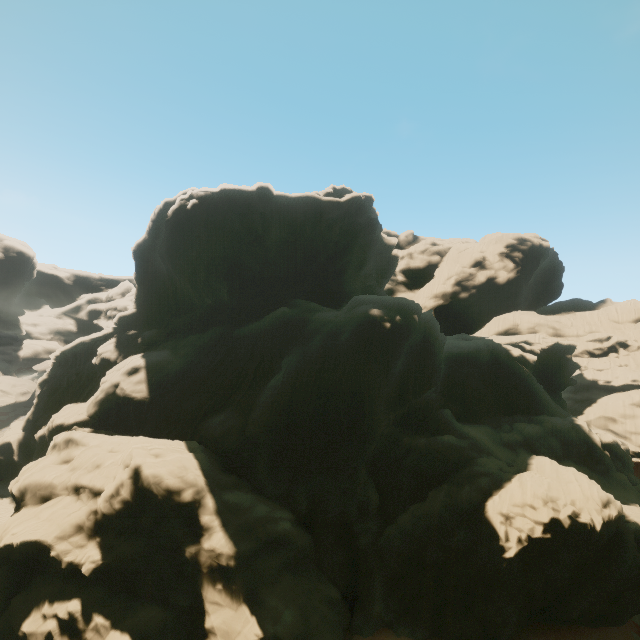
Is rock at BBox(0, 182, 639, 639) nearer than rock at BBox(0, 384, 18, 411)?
Yes

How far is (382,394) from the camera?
32.0m

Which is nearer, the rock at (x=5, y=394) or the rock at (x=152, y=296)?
the rock at (x=152, y=296)
